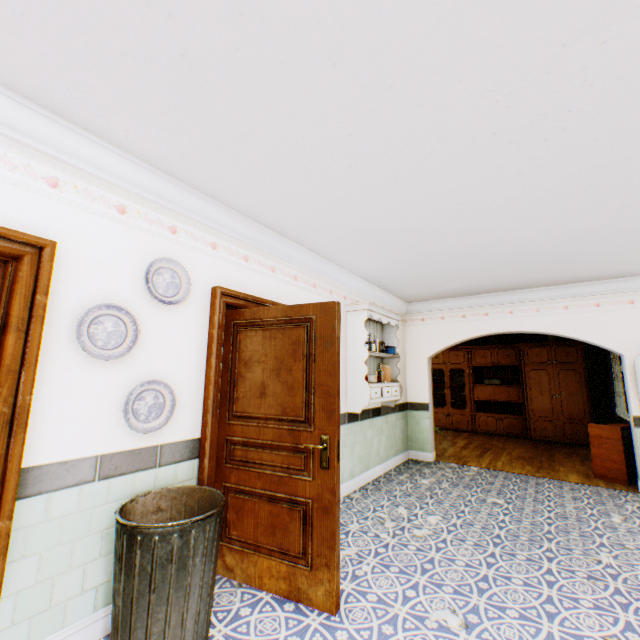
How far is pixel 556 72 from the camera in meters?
1.6

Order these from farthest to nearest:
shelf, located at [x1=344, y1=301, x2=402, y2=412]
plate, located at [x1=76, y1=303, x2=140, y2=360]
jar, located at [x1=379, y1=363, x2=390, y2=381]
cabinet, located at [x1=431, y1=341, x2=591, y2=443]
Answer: cabinet, located at [x1=431, y1=341, x2=591, y2=443]
jar, located at [x1=379, y1=363, x2=390, y2=381]
shelf, located at [x1=344, y1=301, x2=402, y2=412]
plate, located at [x1=76, y1=303, x2=140, y2=360]

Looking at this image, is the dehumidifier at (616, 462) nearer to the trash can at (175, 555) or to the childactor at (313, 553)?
the childactor at (313, 553)

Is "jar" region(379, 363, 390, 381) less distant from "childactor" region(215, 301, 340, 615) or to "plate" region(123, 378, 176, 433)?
"childactor" region(215, 301, 340, 615)

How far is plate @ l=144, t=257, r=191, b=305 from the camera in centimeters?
246cm

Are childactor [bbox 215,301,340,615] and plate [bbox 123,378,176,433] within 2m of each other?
yes

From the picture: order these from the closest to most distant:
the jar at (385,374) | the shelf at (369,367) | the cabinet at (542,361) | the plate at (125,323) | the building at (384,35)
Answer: the building at (384,35)
the plate at (125,323)
the shelf at (369,367)
the jar at (385,374)
the cabinet at (542,361)

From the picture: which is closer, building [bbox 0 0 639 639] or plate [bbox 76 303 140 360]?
building [bbox 0 0 639 639]
